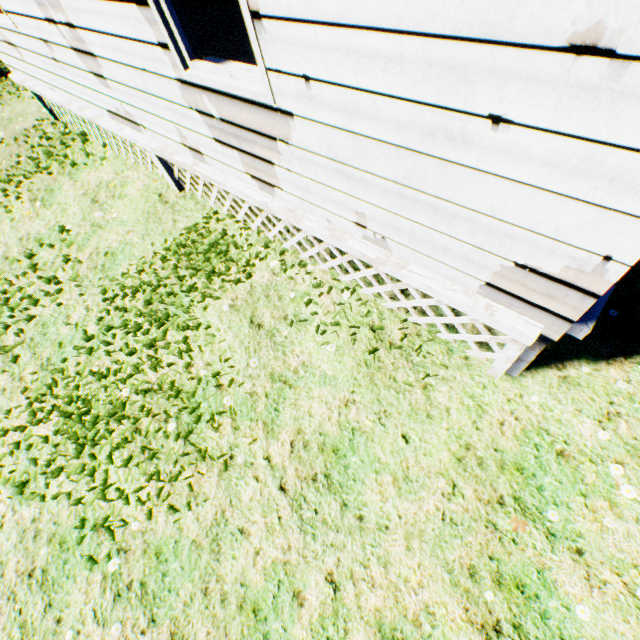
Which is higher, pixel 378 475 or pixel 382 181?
pixel 382 181
